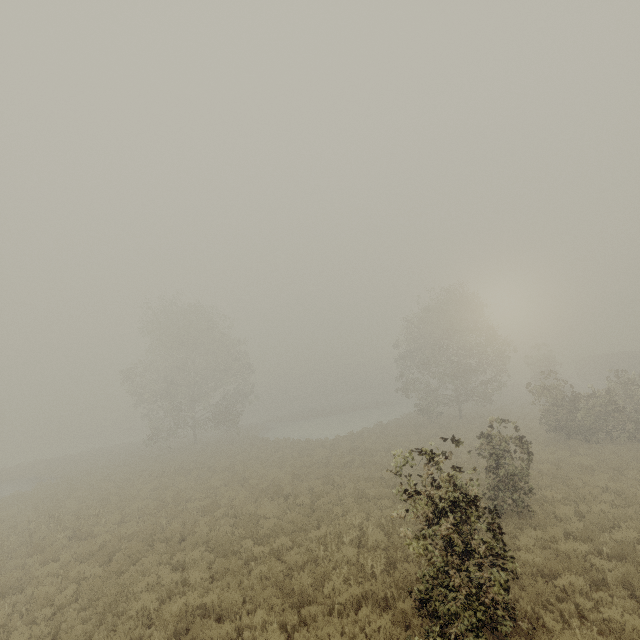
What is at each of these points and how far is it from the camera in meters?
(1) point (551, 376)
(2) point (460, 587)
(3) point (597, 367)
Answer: (1) tree, 40.3 m
(2) tree, 5.9 m
(3) boxcar, 46.4 m

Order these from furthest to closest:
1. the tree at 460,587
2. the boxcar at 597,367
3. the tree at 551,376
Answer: the boxcar at 597,367
the tree at 551,376
the tree at 460,587

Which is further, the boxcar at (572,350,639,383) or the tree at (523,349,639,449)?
the boxcar at (572,350,639,383)

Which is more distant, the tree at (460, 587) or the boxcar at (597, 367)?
the boxcar at (597, 367)

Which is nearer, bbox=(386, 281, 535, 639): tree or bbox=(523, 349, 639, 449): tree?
bbox=(386, 281, 535, 639): tree

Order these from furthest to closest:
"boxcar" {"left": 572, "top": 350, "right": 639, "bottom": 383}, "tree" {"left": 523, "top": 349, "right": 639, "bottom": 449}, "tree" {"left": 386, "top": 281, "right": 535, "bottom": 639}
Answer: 1. "boxcar" {"left": 572, "top": 350, "right": 639, "bottom": 383}
2. "tree" {"left": 523, "top": 349, "right": 639, "bottom": 449}
3. "tree" {"left": 386, "top": 281, "right": 535, "bottom": 639}
